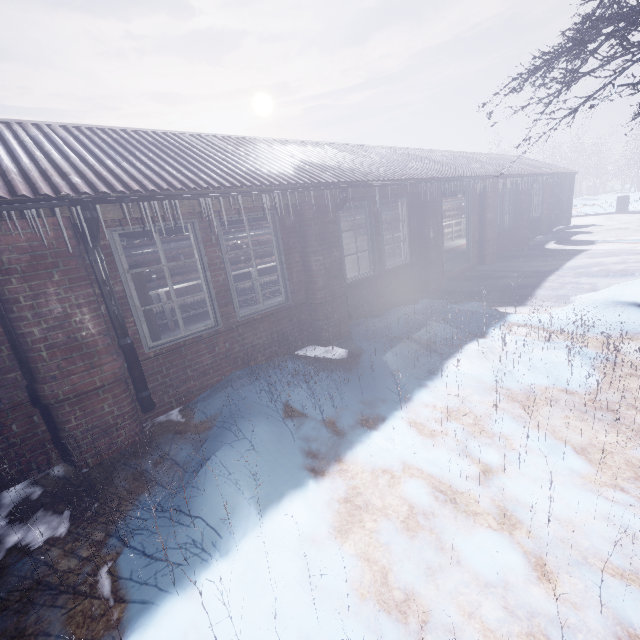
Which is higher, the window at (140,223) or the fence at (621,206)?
the window at (140,223)

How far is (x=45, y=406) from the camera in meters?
2.9

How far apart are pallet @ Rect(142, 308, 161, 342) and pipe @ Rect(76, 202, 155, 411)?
0.2m

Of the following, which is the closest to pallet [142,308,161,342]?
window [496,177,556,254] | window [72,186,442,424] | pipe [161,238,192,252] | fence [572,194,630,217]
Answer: window [72,186,442,424]

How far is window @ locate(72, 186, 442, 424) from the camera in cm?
337

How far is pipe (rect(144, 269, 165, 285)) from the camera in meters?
6.1 m

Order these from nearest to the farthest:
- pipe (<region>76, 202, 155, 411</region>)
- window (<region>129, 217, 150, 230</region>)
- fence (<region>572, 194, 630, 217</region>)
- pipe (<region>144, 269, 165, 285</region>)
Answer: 1. pipe (<region>76, 202, 155, 411</region>)
2. window (<region>129, 217, 150, 230</region>)
3. pipe (<region>144, 269, 165, 285</region>)
4. fence (<region>572, 194, 630, 217</region>)

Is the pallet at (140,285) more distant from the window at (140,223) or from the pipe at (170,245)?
the pipe at (170,245)
